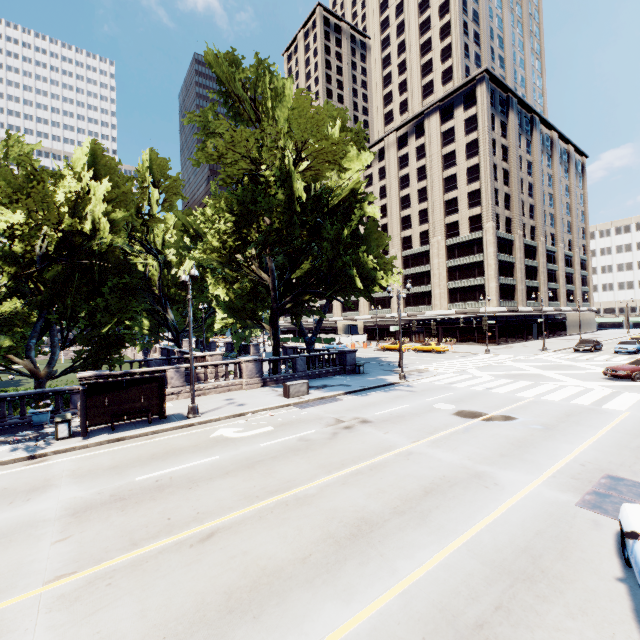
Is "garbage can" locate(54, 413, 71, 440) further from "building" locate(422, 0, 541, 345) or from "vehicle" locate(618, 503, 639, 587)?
"building" locate(422, 0, 541, 345)

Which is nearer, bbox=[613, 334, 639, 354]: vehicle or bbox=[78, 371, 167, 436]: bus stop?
bbox=[78, 371, 167, 436]: bus stop

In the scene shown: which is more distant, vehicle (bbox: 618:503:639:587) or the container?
the container

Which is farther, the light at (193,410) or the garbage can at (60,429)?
the light at (193,410)

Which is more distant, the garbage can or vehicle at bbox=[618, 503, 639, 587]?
the garbage can

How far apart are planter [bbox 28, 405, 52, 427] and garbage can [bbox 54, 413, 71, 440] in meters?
2.5

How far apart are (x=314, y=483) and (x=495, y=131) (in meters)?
64.98

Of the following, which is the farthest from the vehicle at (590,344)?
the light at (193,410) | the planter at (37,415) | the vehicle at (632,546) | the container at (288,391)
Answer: the planter at (37,415)
